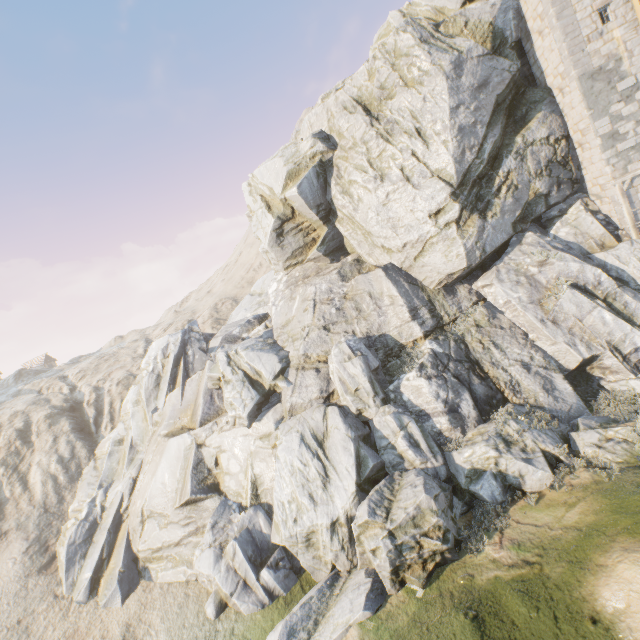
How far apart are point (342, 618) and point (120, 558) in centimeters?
1339cm
